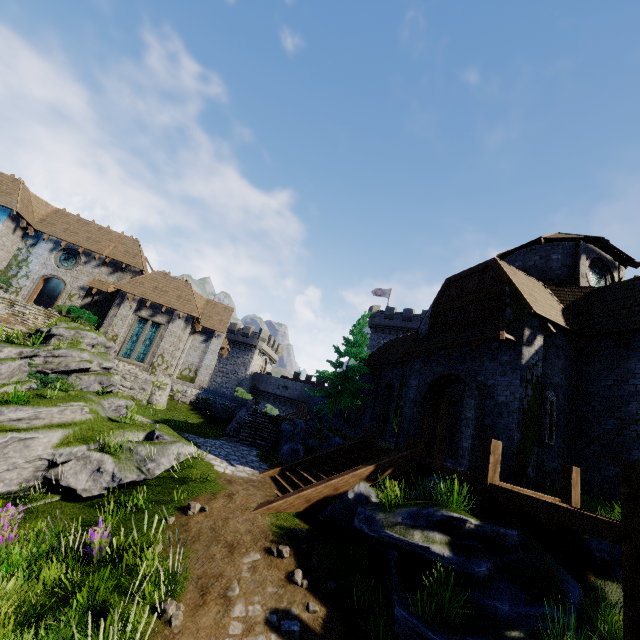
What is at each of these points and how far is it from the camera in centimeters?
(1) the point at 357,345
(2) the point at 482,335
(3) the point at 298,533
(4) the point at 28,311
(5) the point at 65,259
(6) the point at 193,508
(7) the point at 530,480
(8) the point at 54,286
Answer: (1) tree, 2466cm
(2) awning, 1240cm
(3) instancedfoliageactor, 794cm
(4) stairs, 2259cm
(5) window glass, 2773cm
(6) instancedfoliageactor, 813cm
(7) building, 1017cm
(8) building, 3131cm

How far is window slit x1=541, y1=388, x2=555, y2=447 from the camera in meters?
11.0

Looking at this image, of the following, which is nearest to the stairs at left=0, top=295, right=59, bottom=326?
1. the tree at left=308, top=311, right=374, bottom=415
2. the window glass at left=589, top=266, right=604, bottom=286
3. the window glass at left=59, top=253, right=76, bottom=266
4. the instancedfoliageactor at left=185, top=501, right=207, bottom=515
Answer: the window glass at left=59, top=253, right=76, bottom=266

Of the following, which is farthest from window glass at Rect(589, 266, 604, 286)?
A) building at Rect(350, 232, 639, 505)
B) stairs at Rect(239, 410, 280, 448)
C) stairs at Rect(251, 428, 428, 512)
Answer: stairs at Rect(239, 410, 280, 448)

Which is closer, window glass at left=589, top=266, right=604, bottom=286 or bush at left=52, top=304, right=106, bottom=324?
window glass at left=589, top=266, right=604, bottom=286

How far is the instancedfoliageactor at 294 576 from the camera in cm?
676

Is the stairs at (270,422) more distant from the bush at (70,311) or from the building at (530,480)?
the bush at (70,311)

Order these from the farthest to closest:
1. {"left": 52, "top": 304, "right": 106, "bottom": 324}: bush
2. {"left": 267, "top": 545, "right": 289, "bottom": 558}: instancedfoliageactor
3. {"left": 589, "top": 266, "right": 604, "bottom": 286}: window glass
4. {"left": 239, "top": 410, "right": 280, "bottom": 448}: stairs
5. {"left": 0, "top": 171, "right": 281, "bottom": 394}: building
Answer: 1. {"left": 0, "top": 171, "right": 281, "bottom": 394}: building
2. {"left": 52, "top": 304, "right": 106, "bottom": 324}: bush
3. {"left": 239, "top": 410, "right": 280, "bottom": 448}: stairs
4. {"left": 589, "top": 266, "right": 604, "bottom": 286}: window glass
5. {"left": 267, "top": 545, "right": 289, "bottom": 558}: instancedfoliageactor
